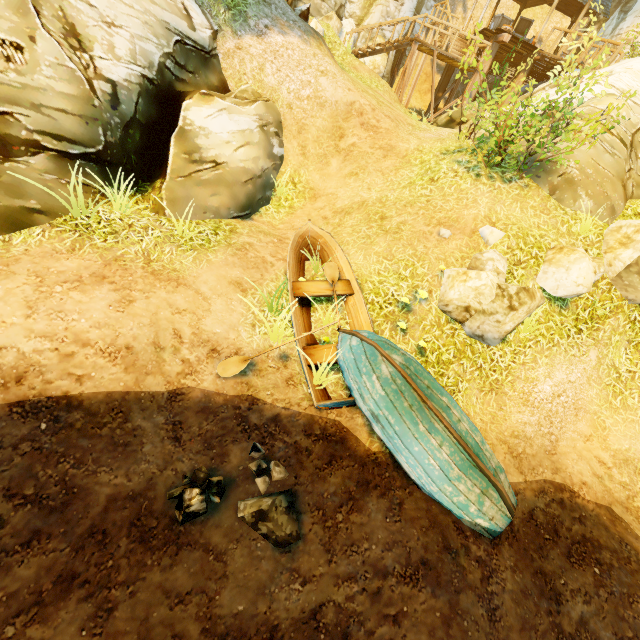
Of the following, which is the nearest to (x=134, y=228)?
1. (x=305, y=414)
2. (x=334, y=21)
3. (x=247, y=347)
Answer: (x=247, y=347)

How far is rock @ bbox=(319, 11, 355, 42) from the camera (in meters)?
17.35

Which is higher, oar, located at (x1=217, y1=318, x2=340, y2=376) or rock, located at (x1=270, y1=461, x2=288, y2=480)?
oar, located at (x1=217, y1=318, x2=340, y2=376)

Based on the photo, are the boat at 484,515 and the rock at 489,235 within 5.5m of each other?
yes

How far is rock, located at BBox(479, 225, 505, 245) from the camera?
6.93m

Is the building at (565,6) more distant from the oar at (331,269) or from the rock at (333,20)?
the oar at (331,269)

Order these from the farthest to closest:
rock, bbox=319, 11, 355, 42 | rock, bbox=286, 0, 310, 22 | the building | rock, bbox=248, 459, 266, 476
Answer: rock, bbox=319, 11, 355, 42
the building
rock, bbox=286, 0, 310, 22
rock, bbox=248, 459, 266, 476

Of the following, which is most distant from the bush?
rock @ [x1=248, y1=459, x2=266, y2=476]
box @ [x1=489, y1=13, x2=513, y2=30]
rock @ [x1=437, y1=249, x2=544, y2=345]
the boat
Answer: box @ [x1=489, y1=13, x2=513, y2=30]
